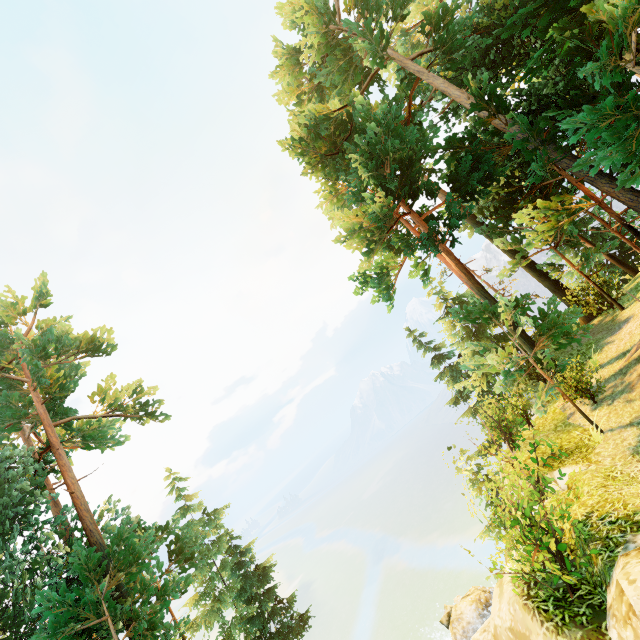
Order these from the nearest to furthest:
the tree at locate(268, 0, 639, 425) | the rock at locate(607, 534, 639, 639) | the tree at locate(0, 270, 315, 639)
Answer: the rock at locate(607, 534, 639, 639) < the tree at locate(268, 0, 639, 425) < the tree at locate(0, 270, 315, 639)

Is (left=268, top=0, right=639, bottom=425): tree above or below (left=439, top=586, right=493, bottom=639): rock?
above

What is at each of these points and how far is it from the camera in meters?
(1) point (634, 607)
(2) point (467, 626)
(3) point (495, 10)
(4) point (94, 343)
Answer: (1) rock, 3.5
(2) rock, 10.0
(3) tree, 15.5
(4) tree, 17.0

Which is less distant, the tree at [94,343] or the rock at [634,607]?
the rock at [634,607]

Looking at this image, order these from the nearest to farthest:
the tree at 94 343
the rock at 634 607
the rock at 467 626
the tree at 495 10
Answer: the rock at 634 607
the rock at 467 626
the tree at 495 10
the tree at 94 343

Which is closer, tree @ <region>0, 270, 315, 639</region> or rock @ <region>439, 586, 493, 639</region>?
rock @ <region>439, 586, 493, 639</region>

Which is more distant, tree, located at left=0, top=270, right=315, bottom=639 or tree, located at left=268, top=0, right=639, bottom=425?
tree, located at left=0, top=270, right=315, bottom=639
